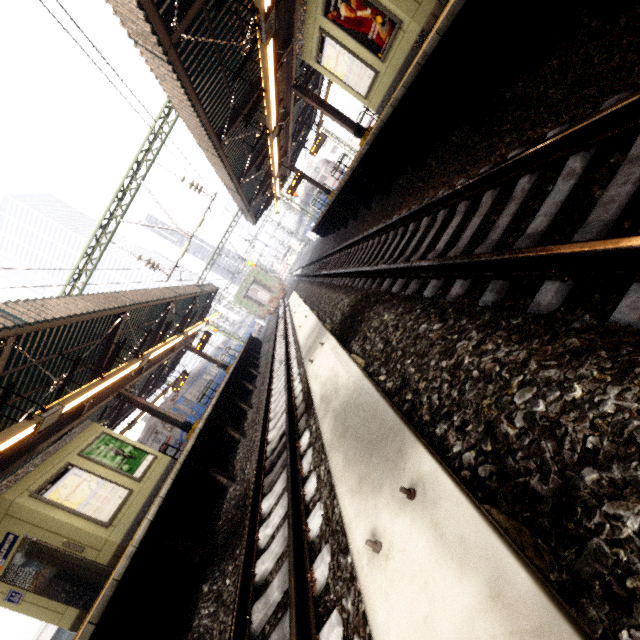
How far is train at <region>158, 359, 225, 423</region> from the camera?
22.0m

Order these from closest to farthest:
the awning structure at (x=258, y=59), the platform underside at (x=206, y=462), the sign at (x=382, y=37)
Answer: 1. the platform underside at (x=206, y=462)
2. the awning structure at (x=258, y=59)
3. the sign at (x=382, y=37)

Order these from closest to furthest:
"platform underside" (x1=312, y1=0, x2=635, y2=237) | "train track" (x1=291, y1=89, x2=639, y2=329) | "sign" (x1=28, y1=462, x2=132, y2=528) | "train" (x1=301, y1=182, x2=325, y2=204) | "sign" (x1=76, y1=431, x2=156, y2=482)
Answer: "train track" (x1=291, y1=89, x2=639, y2=329) < "platform underside" (x1=312, y1=0, x2=635, y2=237) < "sign" (x1=28, y1=462, x2=132, y2=528) < "sign" (x1=76, y1=431, x2=156, y2=482) < "train" (x1=301, y1=182, x2=325, y2=204)

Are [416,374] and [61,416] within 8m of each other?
no

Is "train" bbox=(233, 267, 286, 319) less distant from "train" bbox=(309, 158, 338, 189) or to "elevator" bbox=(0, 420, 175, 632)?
"elevator" bbox=(0, 420, 175, 632)

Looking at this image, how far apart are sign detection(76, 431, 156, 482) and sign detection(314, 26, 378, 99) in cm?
1250

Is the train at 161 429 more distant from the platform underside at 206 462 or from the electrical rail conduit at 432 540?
the electrical rail conduit at 432 540

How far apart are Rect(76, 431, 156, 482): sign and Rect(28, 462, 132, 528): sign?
0.31m
